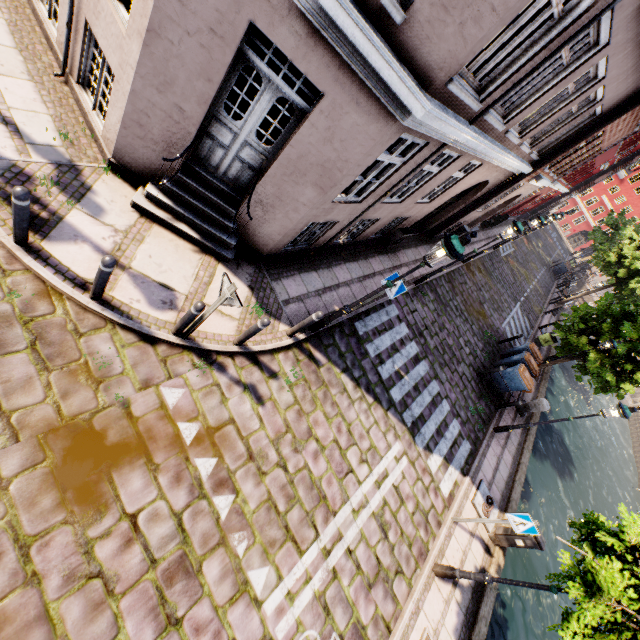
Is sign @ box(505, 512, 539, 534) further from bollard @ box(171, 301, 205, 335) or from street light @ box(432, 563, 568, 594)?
bollard @ box(171, 301, 205, 335)

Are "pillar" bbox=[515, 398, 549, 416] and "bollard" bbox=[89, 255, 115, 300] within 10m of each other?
no

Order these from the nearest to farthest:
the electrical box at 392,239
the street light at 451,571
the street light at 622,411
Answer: the street light at 451,571
the street light at 622,411
the electrical box at 392,239

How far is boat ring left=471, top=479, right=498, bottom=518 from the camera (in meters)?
8.92

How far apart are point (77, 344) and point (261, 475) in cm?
351

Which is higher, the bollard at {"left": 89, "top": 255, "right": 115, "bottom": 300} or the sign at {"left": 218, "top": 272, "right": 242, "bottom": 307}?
the sign at {"left": 218, "top": 272, "right": 242, "bottom": 307}

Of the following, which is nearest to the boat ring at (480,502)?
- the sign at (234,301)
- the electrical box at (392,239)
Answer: the electrical box at (392,239)

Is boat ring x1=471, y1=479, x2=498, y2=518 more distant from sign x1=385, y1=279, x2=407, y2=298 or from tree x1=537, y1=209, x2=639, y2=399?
sign x1=385, y1=279, x2=407, y2=298
